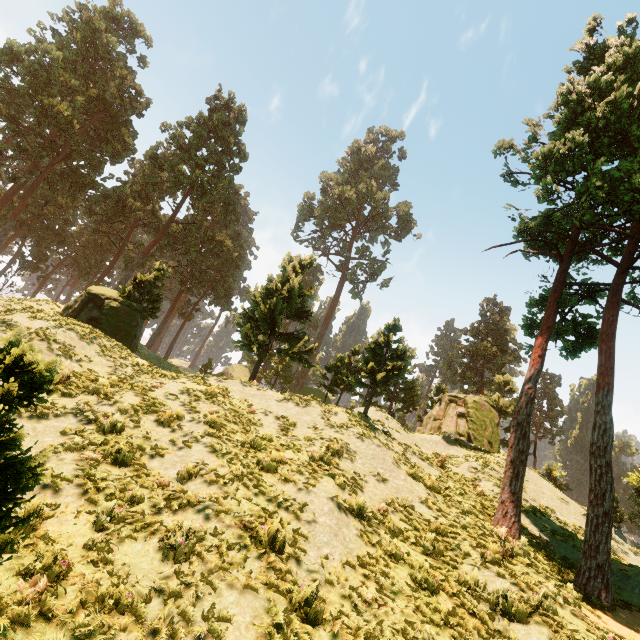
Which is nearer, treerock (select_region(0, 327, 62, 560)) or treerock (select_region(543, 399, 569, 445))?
treerock (select_region(0, 327, 62, 560))

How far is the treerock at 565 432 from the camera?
57.56m

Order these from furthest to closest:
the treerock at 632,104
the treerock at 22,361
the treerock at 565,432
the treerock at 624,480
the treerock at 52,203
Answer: the treerock at 565,432 → the treerock at 52,203 → the treerock at 624,480 → the treerock at 632,104 → the treerock at 22,361

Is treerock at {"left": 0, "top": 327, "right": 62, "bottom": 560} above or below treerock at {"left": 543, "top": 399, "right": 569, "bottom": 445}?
below

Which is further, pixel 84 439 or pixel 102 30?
pixel 102 30

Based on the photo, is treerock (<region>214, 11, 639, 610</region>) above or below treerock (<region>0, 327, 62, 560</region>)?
above

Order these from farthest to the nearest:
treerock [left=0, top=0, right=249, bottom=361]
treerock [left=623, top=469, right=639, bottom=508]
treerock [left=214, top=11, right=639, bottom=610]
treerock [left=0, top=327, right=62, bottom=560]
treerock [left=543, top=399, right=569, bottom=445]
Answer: treerock [left=543, top=399, right=569, bottom=445] → treerock [left=0, top=0, right=249, bottom=361] → treerock [left=623, top=469, right=639, bottom=508] → treerock [left=214, top=11, right=639, bottom=610] → treerock [left=0, top=327, right=62, bottom=560]
